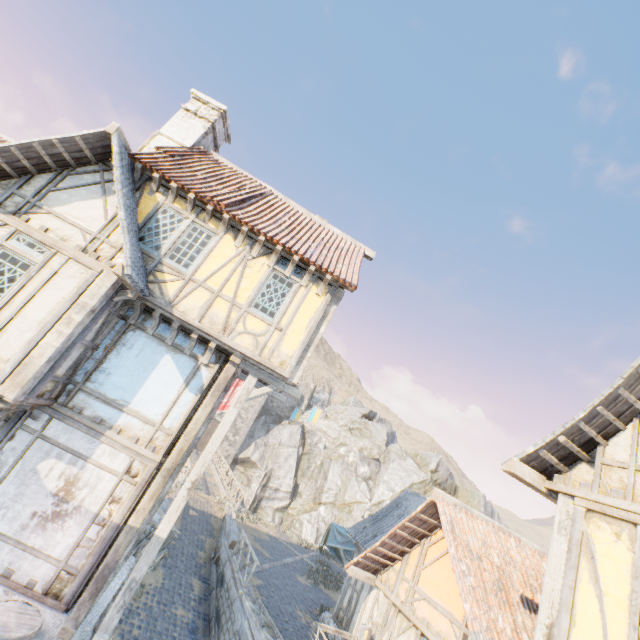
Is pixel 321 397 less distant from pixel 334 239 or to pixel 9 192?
pixel 334 239

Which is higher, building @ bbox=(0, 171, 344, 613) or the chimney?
the chimney

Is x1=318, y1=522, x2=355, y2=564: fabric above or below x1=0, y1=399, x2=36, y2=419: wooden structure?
below

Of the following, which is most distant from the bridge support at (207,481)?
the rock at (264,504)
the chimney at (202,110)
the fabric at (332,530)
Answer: the chimney at (202,110)

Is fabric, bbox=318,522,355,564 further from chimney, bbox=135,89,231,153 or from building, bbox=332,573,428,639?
chimney, bbox=135,89,231,153

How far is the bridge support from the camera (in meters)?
22.70

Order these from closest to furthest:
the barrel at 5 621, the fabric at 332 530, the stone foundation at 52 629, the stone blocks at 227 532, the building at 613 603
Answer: the building at 613 603 < the barrel at 5 621 < the stone foundation at 52 629 < the stone blocks at 227 532 < the fabric at 332 530

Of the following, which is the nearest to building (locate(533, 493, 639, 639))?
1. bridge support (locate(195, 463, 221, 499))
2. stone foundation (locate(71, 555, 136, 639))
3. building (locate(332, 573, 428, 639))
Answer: building (locate(332, 573, 428, 639))
